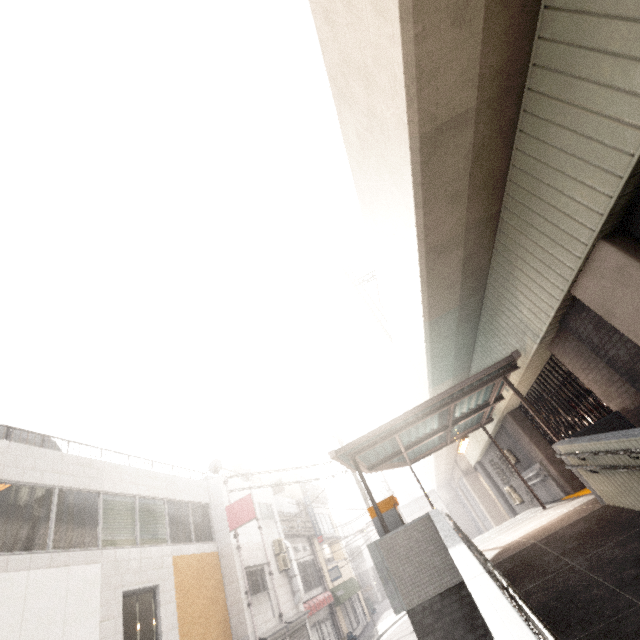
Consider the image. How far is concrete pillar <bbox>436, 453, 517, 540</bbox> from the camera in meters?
20.0

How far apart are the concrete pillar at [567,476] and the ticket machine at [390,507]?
6.3 meters

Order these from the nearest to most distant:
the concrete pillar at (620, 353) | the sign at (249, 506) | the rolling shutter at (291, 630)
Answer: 1. the concrete pillar at (620, 353)
2. the rolling shutter at (291, 630)
3. the sign at (249, 506)

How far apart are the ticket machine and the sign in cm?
794

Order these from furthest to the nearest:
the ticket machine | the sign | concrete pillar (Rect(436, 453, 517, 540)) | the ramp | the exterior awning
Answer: concrete pillar (Rect(436, 453, 517, 540)), the sign, the exterior awning, the ticket machine, the ramp

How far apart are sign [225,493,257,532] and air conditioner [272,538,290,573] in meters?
3.8

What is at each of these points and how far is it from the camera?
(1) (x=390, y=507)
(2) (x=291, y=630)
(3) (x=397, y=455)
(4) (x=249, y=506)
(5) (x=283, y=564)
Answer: (1) ticket machine, 7.71m
(2) rolling shutter, 14.59m
(3) exterior awning, 10.27m
(4) sign, 14.49m
(5) air conditioner, 16.38m

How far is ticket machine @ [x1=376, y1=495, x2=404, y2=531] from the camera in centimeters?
750cm
